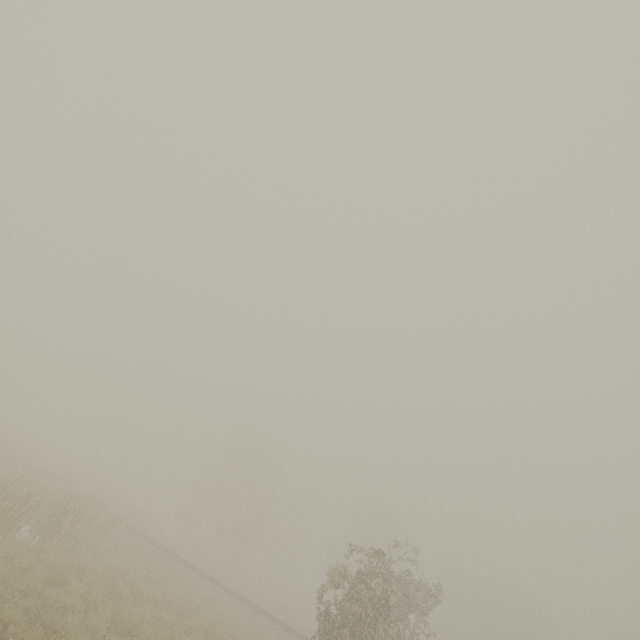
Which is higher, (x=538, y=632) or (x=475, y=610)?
(x=538, y=632)
